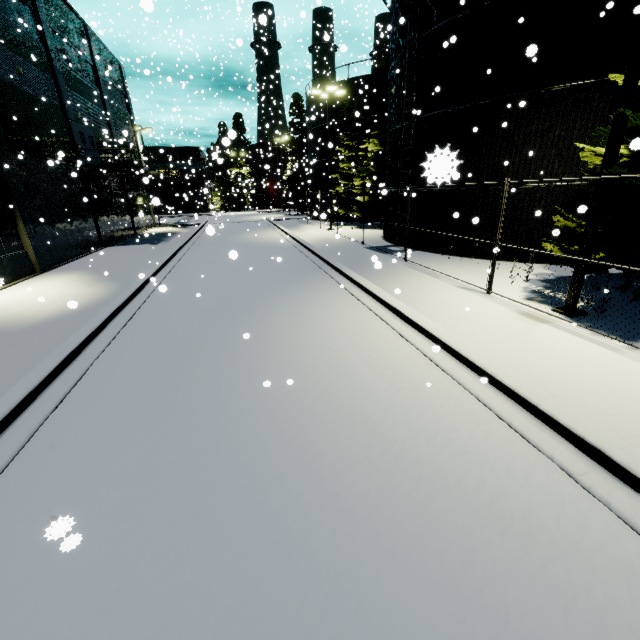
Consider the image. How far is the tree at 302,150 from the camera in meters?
40.6

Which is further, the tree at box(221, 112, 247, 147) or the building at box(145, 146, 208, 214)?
the building at box(145, 146, 208, 214)

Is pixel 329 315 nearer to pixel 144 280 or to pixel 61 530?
pixel 61 530

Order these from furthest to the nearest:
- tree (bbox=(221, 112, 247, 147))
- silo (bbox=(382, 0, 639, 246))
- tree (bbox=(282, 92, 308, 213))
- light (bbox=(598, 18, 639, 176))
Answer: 1. tree (bbox=(282, 92, 308, 213))
2. silo (bbox=(382, 0, 639, 246))
3. light (bbox=(598, 18, 639, 176))
4. tree (bbox=(221, 112, 247, 147))

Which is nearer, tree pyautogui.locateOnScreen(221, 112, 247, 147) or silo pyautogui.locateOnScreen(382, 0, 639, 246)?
tree pyautogui.locateOnScreen(221, 112, 247, 147)

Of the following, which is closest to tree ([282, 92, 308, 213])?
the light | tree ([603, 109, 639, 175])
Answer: tree ([603, 109, 639, 175])

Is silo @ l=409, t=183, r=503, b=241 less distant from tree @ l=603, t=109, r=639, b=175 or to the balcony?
tree @ l=603, t=109, r=639, b=175

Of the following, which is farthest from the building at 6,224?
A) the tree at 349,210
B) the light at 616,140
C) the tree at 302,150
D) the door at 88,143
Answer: the tree at 349,210
